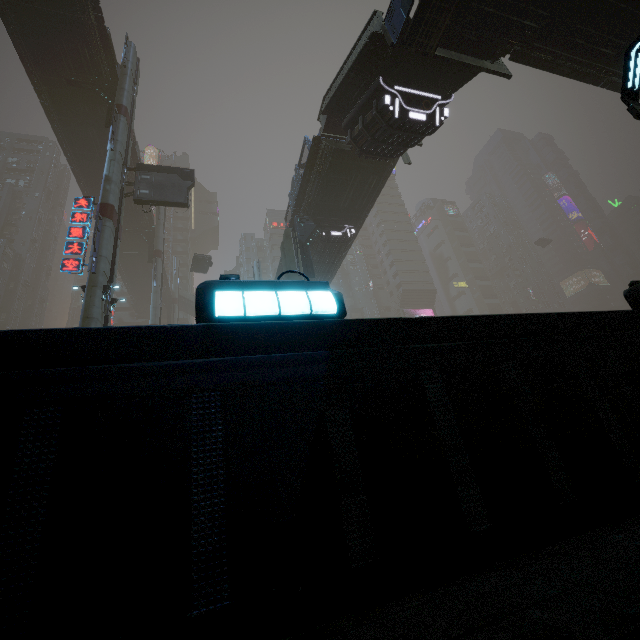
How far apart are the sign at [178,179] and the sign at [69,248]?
3.7 meters

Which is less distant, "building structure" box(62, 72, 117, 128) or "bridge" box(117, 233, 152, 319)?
"building structure" box(62, 72, 117, 128)

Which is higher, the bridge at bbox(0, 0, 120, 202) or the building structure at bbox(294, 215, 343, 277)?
the bridge at bbox(0, 0, 120, 202)

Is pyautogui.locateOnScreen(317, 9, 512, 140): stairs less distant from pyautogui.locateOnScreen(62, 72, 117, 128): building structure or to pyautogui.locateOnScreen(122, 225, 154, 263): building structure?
pyautogui.locateOnScreen(62, 72, 117, 128): building structure

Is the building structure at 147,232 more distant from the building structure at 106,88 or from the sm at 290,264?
the building structure at 106,88

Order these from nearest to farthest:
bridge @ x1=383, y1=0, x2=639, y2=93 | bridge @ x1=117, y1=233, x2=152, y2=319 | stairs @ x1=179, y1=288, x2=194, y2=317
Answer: bridge @ x1=383, y1=0, x2=639, y2=93, bridge @ x1=117, y1=233, x2=152, y2=319, stairs @ x1=179, y1=288, x2=194, y2=317

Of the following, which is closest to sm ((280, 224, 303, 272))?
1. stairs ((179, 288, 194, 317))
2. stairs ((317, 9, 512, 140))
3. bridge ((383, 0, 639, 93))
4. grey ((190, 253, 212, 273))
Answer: stairs ((317, 9, 512, 140))

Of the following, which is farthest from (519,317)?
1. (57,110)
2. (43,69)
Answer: (57,110)
